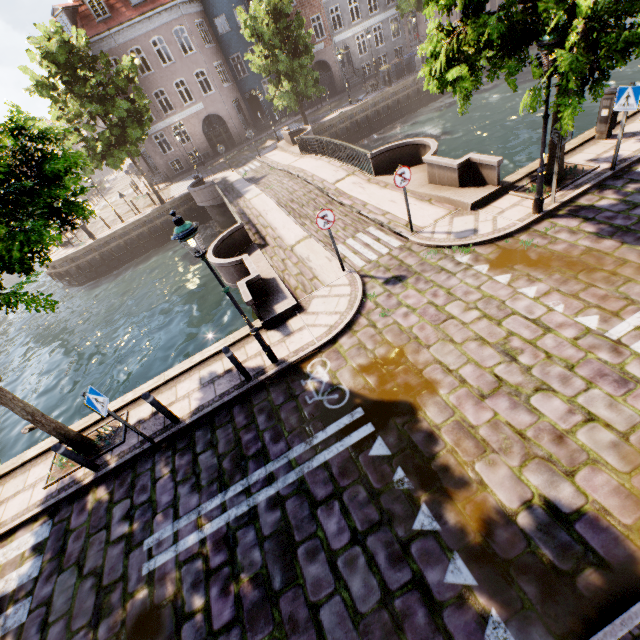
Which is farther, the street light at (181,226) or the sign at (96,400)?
the sign at (96,400)

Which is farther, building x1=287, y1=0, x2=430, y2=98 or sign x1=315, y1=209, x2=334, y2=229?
building x1=287, y1=0, x2=430, y2=98

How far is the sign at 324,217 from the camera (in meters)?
8.18

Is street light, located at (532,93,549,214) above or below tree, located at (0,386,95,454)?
below

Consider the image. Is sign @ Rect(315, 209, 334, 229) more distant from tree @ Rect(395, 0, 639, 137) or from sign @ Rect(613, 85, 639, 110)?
sign @ Rect(613, 85, 639, 110)

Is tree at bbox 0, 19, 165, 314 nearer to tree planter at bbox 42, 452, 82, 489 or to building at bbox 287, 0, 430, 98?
tree planter at bbox 42, 452, 82, 489

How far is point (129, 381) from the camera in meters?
13.5

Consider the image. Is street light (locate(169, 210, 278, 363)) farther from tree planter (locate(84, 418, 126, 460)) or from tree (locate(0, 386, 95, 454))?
tree planter (locate(84, 418, 126, 460))
